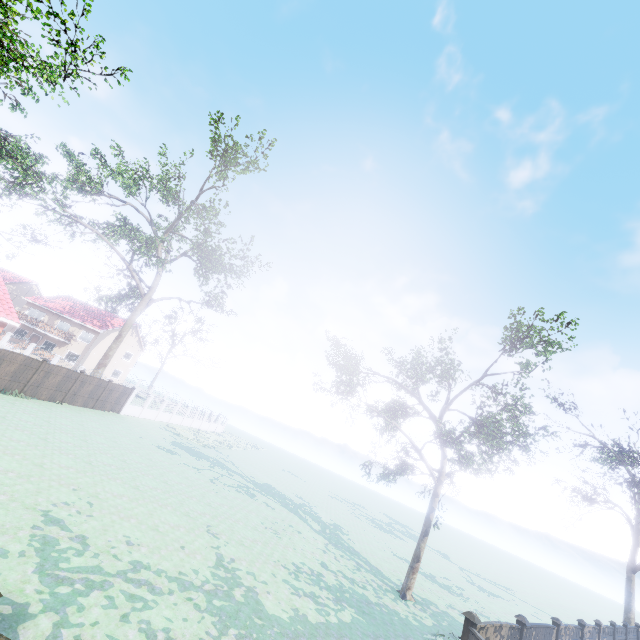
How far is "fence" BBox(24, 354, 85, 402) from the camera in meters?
20.7 m

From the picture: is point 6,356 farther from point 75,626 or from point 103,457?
point 75,626

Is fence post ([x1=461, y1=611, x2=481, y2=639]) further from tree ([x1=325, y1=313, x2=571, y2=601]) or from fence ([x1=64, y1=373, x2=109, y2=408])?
tree ([x1=325, y1=313, x2=571, y2=601])

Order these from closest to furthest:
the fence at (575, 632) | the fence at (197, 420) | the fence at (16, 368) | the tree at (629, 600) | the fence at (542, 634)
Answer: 1. the fence at (542, 634)
2. the fence at (575, 632)
3. the fence at (16, 368)
4. the tree at (629, 600)
5. the fence at (197, 420)

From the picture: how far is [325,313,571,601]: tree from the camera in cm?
1521

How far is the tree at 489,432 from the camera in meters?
15.2 m

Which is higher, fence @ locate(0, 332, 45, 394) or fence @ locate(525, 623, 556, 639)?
fence @ locate(525, 623, 556, 639)
